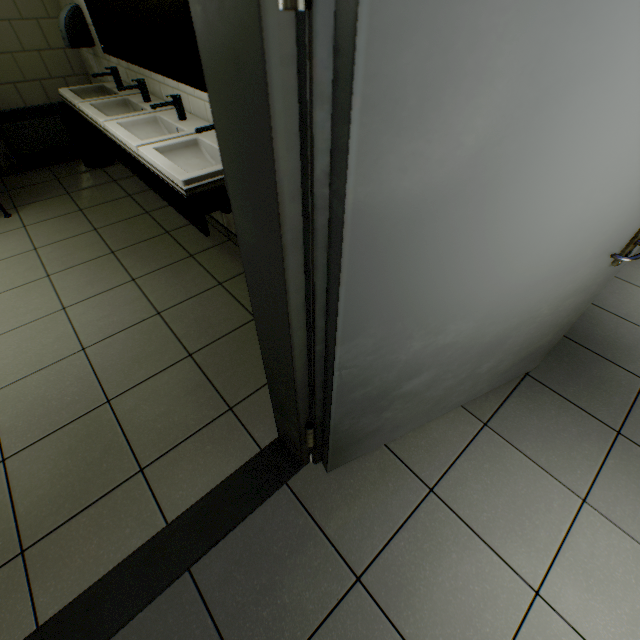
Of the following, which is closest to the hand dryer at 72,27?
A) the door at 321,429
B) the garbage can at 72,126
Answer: the garbage can at 72,126

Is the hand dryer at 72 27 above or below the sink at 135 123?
above

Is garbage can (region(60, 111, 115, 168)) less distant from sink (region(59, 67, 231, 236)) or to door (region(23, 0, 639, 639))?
sink (region(59, 67, 231, 236))

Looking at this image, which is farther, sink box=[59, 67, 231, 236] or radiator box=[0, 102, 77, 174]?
radiator box=[0, 102, 77, 174]

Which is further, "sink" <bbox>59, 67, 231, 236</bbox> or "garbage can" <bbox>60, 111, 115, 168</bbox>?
"garbage can" <bbox>60, 111, 115, 168</bbox>

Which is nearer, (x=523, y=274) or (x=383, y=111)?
(x=383, y=111)

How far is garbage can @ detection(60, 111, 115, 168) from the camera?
3.71m
